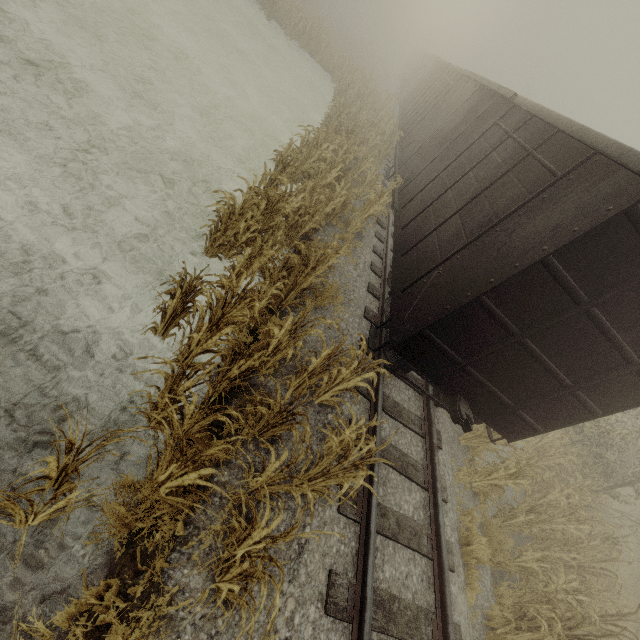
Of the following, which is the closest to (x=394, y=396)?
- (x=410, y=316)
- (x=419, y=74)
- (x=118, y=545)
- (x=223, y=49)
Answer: (x=410, y=316)

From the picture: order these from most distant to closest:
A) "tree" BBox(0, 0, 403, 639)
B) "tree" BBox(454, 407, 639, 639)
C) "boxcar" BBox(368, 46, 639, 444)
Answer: "tree" BBox(454, 407, 639, 639) → "boxcar" BBox(368, 46, 639, 444) → "tree" BBox(0, 0, 403, 639)

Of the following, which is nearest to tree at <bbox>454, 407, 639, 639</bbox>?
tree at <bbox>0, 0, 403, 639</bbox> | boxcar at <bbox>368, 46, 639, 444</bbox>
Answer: boxcar at <bbox>368, 46, 639, 444</bbox>

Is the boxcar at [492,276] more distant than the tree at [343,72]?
Yes

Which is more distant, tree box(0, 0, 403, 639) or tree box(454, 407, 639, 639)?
tree box(454, 407, 639, 639)

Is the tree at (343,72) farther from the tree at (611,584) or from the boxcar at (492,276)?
the tree at (611,584)
